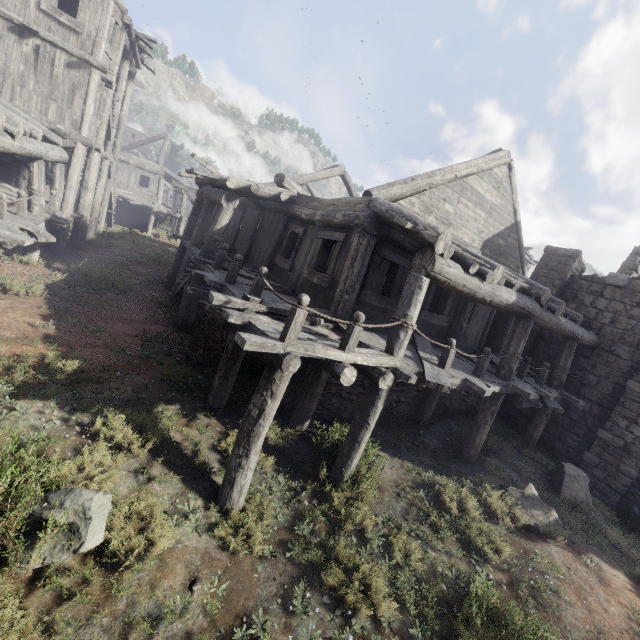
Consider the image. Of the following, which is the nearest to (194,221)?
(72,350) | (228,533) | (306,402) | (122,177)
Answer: (72,350)
